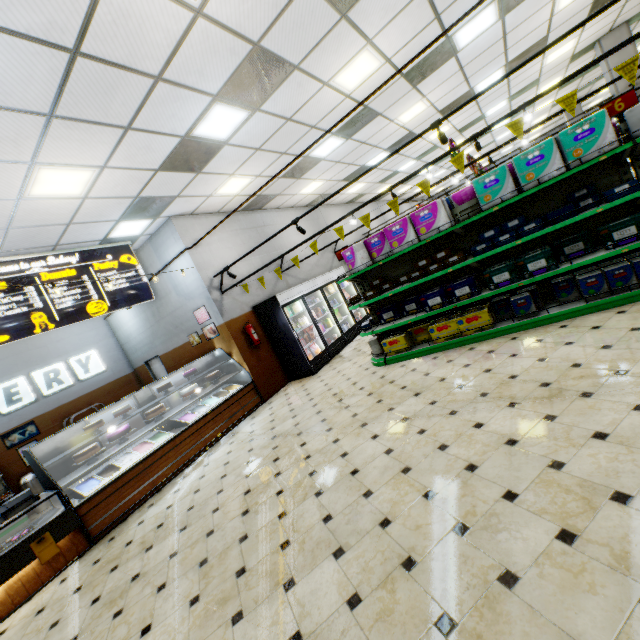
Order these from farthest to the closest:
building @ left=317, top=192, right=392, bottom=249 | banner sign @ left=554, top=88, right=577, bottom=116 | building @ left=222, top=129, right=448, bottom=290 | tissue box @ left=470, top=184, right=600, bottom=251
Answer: building @ left=317, top=192, right=392, bottom=249
building @ left=222, top=129, right=448, bottom=290
tissue box @ left=470, top=184, right=600, bottom=251
banner sign @ left=554, top=88, right=577, bottom=116

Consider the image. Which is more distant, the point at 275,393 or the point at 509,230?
the point at 275,393

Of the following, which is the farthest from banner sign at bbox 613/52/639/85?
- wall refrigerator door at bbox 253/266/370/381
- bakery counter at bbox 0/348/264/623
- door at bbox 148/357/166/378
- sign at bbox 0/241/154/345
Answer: door at bbox 148/357/166/378

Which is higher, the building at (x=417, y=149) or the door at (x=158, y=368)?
the building at (x=417, y=149)

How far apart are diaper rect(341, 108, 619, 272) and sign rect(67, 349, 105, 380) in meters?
11.2

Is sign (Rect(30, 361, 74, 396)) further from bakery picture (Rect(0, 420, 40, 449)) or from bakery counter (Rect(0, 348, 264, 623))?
bakery counter (Rect(0, 348, 264, 623))

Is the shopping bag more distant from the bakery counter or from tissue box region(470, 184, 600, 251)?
tissue box region(470, 184, 600, 251)

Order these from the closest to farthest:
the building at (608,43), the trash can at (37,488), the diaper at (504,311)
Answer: the diaper at (504,311)
the trash can at (37,488)
the building at (608,43)
